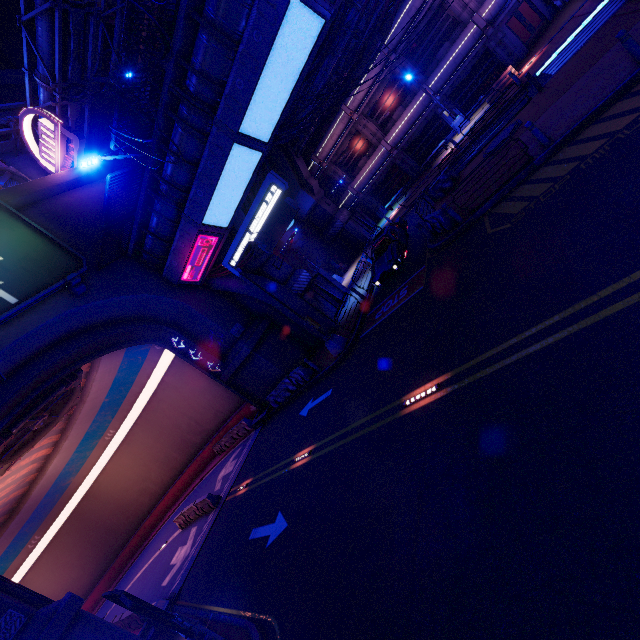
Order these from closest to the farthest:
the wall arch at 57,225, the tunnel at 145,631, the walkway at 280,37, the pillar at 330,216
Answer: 1. the walkway at 280,37
2. the tunnel at 145,631
3. the wall arch at 57,225
4. the pillar at 330,216

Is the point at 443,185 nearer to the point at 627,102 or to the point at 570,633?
the point at 627,102

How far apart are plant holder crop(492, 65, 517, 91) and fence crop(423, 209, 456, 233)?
14.8m

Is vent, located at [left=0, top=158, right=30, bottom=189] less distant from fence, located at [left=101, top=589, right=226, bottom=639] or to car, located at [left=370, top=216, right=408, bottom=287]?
fence, located at [left=101, top=589, right=226, bottom=639]

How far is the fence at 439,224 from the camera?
13.7 meters

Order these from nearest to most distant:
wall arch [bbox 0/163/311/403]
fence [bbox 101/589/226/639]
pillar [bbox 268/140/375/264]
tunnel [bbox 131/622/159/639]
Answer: fence [bbox 101/589/226/639], tunnel [bbox 131/622/159/639], wall arch [bbox 0/163/311/403], pillar [bbox 268/140/375/264]

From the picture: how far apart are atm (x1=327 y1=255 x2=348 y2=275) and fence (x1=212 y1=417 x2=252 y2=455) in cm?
1674

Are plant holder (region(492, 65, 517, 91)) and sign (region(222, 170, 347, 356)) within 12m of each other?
no
